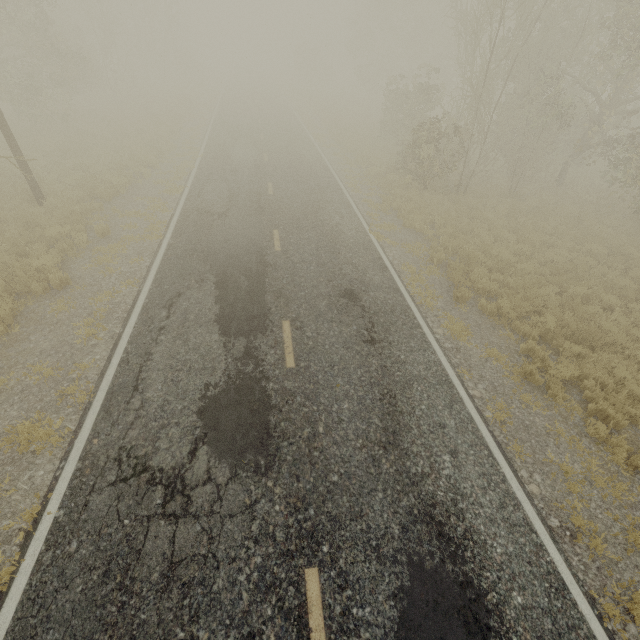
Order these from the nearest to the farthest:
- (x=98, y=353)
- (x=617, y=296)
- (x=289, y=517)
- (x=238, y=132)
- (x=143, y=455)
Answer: (x=289, y=517) < (x=143, y=455) < (x=98, y=353) < (x=617, y=296) < (x=238, y=132)
